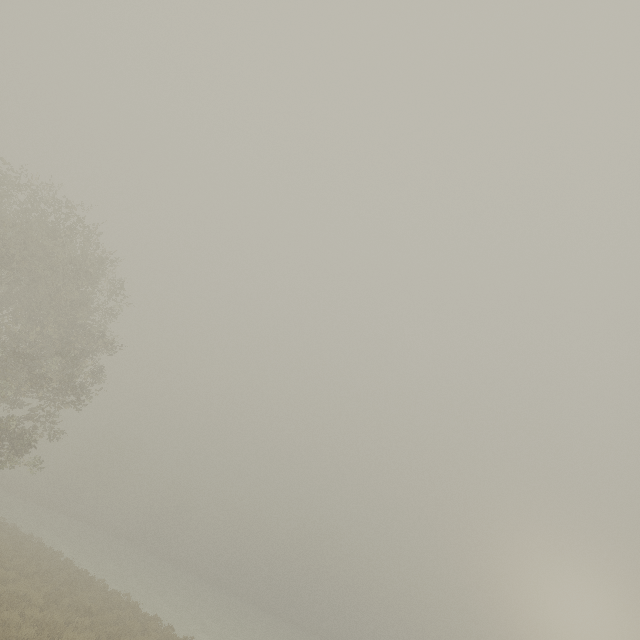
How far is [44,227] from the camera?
16.67m
